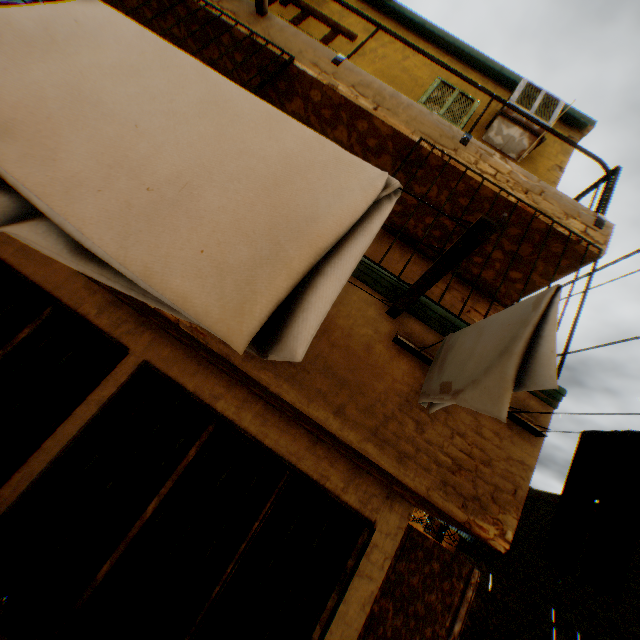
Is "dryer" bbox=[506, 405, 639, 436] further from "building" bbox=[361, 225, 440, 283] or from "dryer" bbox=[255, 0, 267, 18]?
"dryer" bbox=[255, 0, 267, 18]

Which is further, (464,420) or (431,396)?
(464,420)

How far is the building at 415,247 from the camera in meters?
2.9

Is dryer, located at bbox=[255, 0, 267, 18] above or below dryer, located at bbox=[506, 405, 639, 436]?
above

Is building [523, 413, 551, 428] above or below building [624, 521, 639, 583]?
below

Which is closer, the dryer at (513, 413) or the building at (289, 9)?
the dryer at (513, 413)

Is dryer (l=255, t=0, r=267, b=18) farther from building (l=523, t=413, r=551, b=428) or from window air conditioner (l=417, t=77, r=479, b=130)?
window air conditioner (l=417, t=77, r=479, b=130)

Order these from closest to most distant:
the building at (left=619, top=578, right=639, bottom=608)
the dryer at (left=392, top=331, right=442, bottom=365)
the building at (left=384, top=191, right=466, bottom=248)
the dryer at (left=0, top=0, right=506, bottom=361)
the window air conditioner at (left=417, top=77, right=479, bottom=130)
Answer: the dryer at (left=0, top=0, right=506, bottom=361) < the dryer at (left=392, top=331, right=442, bottom=365) < the building at (left=384, top=191, right=466, bottom=248) < the window air conditioner at (left=417, top=77, right=479, bottom=130) < the building at (left=619, top=578, right=639, bottom=608)
